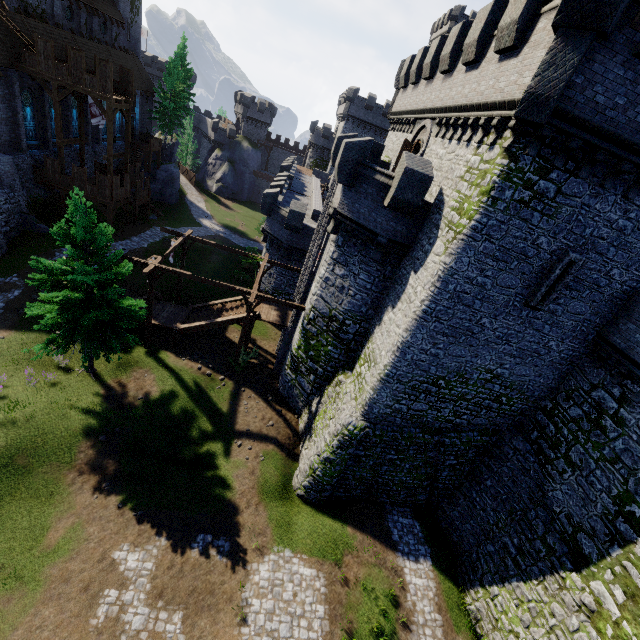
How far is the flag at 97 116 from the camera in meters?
26.5

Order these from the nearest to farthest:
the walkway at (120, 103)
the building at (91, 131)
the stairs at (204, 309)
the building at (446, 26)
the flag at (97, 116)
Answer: the stairs at (204, 309)
the walkway at (120, 103)
the flag at (97, 116)
the building at (91, 131)
the building at (446, 26)

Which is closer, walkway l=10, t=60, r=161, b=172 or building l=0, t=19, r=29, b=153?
building l=0, t=19, r=29, b=153

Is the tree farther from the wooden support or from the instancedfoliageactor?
the instancedfoliageactor

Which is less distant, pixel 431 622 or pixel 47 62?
pixel 431 622

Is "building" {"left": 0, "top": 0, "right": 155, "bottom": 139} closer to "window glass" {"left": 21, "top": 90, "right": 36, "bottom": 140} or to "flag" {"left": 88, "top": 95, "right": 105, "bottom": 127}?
"window glass" {"left": 21, "top": 90, "right": 36, "bottom": 140}

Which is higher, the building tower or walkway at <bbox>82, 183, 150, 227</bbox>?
the building tower

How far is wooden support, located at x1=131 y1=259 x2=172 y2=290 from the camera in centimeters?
1853cm
